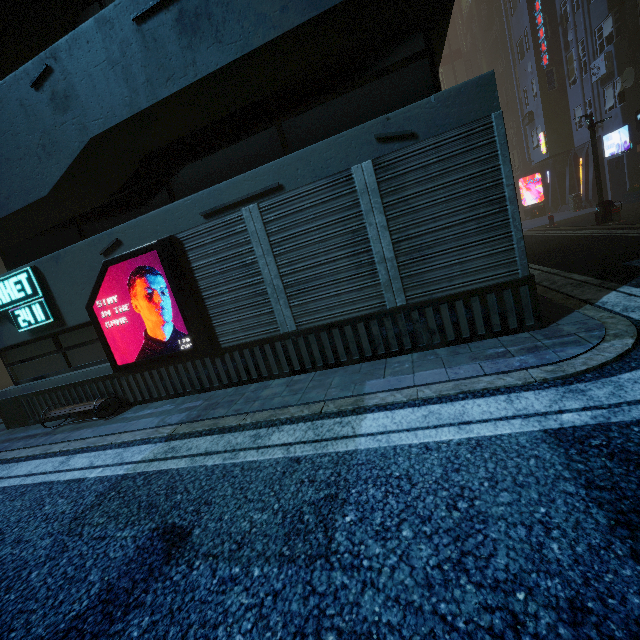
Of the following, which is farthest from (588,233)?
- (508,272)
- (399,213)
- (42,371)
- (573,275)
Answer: (42,371)

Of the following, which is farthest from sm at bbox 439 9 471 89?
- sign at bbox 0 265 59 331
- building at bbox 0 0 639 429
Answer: sign at bbox 0 265 59 331

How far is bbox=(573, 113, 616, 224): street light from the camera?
11.9 meters

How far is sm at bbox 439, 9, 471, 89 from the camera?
34.47m

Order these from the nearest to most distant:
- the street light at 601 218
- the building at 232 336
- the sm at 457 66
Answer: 1. the building at 232 336
2. the street light at 601 218
3. the sm at 457 66

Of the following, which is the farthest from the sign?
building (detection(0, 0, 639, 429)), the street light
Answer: the street light

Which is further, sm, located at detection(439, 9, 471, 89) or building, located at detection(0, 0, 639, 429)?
sm, located at detection(439, 9, 471, 89)

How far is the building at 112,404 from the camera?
7.04m
